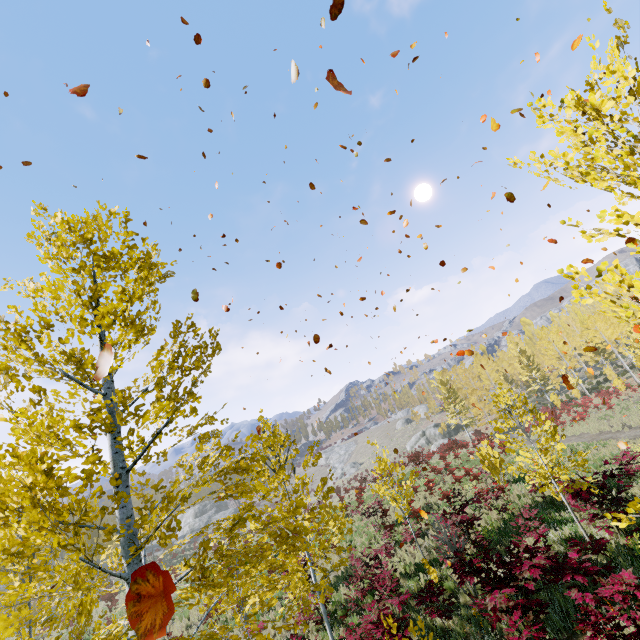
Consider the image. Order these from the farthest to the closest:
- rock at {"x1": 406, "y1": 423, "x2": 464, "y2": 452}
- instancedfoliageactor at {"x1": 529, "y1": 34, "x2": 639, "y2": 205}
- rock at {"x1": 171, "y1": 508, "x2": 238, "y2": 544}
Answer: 1. rock at {"x1": 171, "y1": 508, "x2": 238, "y2": 544}
2. rock at {"x1": 406, "y1": 423, "x2": 464, "y2": 452}
3. instancedfoliageactor at {"x1": 529, "y1": 34, "x2": 639, "y2": 205}

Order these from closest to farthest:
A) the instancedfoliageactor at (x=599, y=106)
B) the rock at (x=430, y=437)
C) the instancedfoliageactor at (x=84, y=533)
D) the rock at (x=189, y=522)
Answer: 1. the instancedfoliageactor at (x=599, y=106)
2. the instancedfoliageactor at (x=84, y=533)
3. the rock at (x=430, y=437)
4. the rock at (x=189, y=522)

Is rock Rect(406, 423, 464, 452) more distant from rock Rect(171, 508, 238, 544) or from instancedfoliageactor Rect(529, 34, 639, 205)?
rock Rect(171, 508, 238, 544)

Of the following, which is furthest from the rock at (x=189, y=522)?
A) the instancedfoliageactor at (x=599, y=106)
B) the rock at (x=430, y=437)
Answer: the rock at (x=430, y=437)

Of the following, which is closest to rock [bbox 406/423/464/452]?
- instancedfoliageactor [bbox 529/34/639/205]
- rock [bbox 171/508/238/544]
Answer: instancedfoliageactor [bbox 529/34/639/205]

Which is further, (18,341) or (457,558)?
(457,558)
